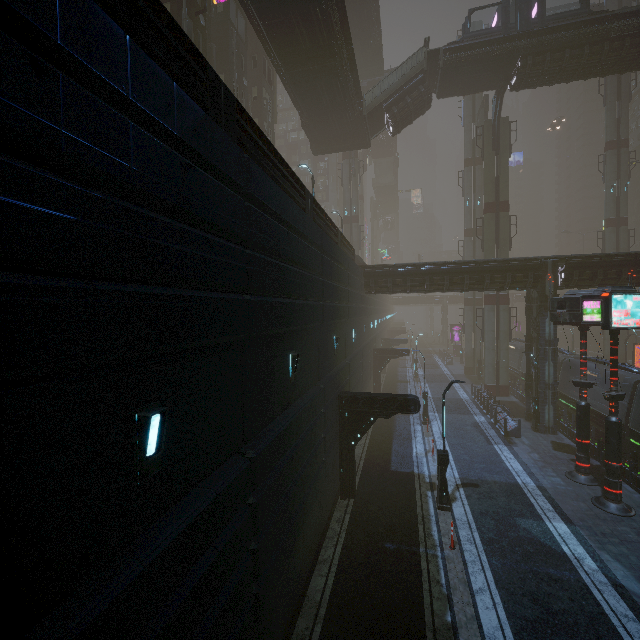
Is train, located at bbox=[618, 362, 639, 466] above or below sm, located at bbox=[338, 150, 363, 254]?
below

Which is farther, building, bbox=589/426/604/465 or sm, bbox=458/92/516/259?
sm, bbox=458/92/516/259

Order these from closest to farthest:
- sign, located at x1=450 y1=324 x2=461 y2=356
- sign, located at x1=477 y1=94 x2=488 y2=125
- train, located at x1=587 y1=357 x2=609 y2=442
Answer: train, located at x1=587 y1=357 x2=609 y2=442 → sign, located at x1=477 y1=94 x2=488 y2=125 → sign, located at x1=450 y1=324 x2=461 y2=356

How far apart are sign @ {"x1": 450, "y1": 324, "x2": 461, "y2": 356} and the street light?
48.0m

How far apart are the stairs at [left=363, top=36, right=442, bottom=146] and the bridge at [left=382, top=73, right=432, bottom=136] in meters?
0.0 m

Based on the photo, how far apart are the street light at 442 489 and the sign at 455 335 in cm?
4797

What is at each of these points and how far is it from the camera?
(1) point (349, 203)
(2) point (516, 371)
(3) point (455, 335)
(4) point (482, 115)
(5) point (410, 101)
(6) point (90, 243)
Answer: (1) sm, 45.5m
(2) train, 35.1m
(3) sign, 58.7m
(4) sign, 37.8m
(5) bridge, 28.2m
(6) building, 3.1m

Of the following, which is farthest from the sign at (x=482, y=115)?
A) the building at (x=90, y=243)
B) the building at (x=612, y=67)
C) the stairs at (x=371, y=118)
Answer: the building at (x=90, y=243)
